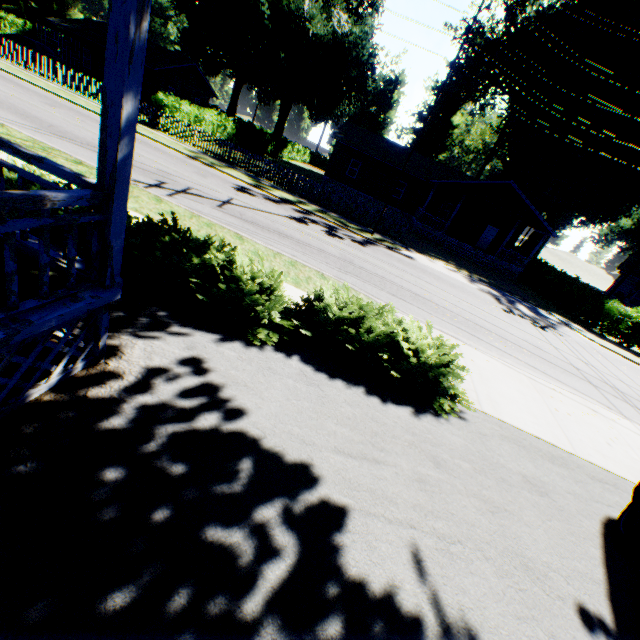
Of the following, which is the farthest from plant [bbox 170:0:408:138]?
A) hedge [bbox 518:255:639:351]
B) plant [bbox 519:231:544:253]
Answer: hedge [bbox 518:255:639:351]

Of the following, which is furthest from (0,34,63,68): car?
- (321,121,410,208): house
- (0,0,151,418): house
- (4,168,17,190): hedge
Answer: (4,168,17,190): hedge

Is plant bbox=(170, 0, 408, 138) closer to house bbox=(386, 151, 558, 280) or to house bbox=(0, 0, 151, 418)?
house bbox=(386, 151, 558, 280)

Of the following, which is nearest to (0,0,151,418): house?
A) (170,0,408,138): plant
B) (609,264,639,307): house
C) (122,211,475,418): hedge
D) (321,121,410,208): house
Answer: (122,211,475,418): hedge

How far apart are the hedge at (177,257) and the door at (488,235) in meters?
30.6

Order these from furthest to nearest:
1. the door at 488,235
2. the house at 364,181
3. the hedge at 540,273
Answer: the door at 488,235 → the house at 364,181 → the hedge at 540,273

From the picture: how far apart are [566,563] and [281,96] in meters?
48.0

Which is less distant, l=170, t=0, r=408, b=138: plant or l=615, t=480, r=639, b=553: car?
l=615, t=480, r=639, b=553: car
